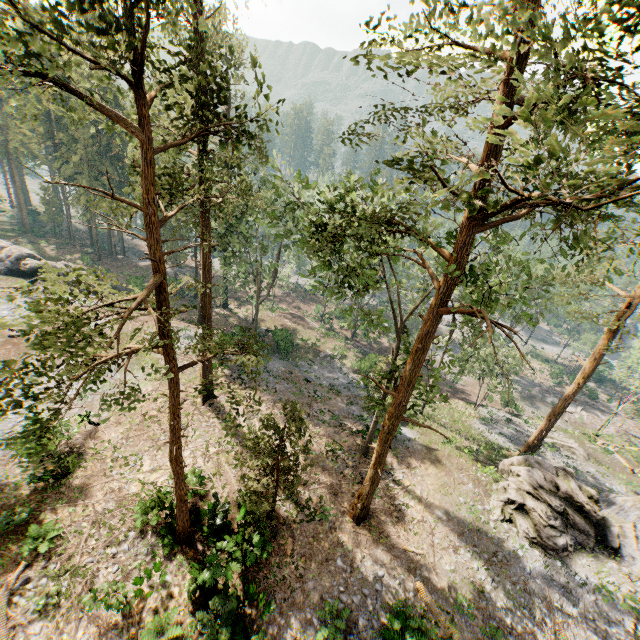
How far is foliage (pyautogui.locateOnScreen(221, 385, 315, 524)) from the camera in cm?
1102

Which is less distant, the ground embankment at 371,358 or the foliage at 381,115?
the foliage at 381,115

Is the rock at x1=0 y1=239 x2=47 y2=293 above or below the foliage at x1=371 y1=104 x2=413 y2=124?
below

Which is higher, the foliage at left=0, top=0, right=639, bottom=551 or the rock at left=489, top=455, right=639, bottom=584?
the foliage at left=0, top=0, right=639, bottom=551

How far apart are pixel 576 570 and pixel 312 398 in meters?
19.6 m

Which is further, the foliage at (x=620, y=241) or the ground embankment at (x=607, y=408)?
the ground embankment at (x=607, y=408)

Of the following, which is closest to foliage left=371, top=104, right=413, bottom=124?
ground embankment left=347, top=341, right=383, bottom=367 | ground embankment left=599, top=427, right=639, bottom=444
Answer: ground embankment left=599, top=427, right=639, bottom=444
